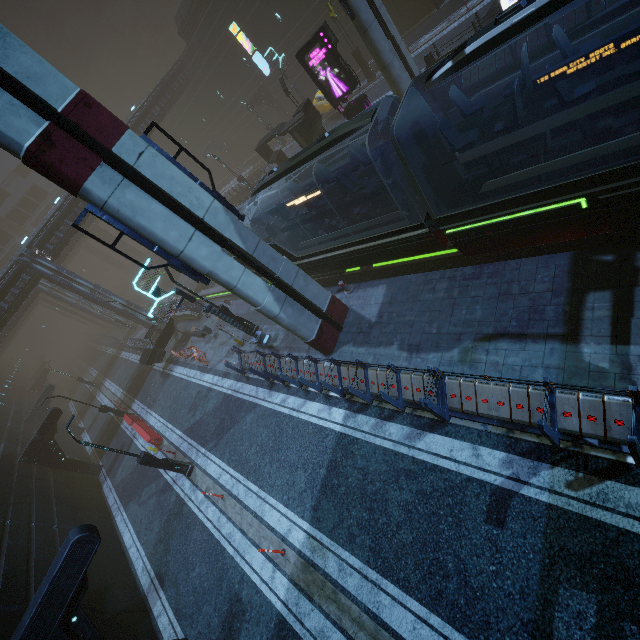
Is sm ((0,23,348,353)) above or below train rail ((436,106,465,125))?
above

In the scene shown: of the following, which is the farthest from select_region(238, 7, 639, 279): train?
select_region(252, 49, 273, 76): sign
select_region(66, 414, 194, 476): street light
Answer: select_region(66, 414, 194, 476): street light

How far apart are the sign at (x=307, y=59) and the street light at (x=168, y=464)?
20.5m

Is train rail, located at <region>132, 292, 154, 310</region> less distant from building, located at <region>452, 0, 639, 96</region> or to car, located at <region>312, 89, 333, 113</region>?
building, located at <region>452, 0, 639, 96</region>

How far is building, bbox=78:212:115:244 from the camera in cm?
3022

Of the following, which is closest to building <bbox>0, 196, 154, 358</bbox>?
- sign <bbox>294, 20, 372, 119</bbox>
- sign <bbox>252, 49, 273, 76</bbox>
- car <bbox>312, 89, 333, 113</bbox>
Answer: sign <bbox>252, 49, 273, 76</bbox>

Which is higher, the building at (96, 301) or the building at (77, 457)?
the building at (96, 301)

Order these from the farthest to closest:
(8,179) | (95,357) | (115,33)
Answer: (8,179)
(115,33)
(95,357)
